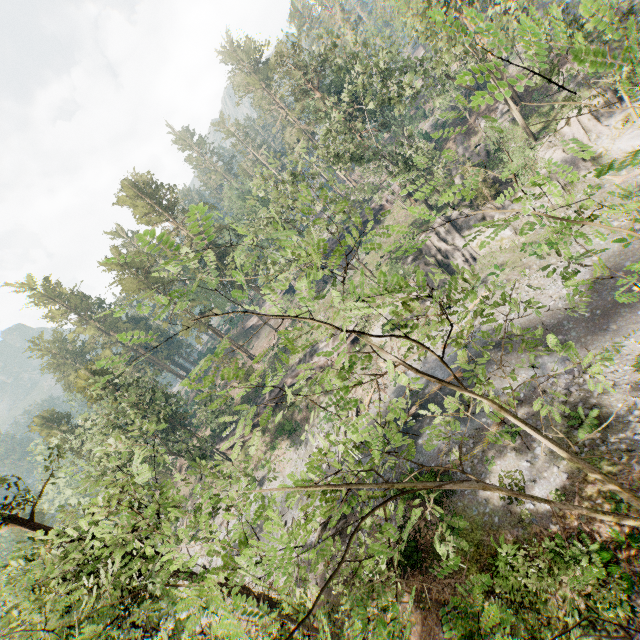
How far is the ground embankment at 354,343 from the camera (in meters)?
38.38

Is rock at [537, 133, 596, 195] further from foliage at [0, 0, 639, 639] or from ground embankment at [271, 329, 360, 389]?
foliage at [0, 0, 639, 639]

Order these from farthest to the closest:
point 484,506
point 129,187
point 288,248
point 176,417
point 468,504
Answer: point 176,417 → point 129,187 → point 468,504 → point 484,506 → point 288,248

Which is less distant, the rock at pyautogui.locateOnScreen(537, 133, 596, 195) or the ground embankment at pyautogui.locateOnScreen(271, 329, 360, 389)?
the rock at pyautogui.locateOnScreen(537, 133, 596, 195)

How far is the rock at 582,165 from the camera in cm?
2827

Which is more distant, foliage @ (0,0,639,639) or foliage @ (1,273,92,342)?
foliage @ (1,273,92,342)

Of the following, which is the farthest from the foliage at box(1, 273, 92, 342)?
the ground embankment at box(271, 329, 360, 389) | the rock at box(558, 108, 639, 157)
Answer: the rock at box(558, 108, 639, 157)

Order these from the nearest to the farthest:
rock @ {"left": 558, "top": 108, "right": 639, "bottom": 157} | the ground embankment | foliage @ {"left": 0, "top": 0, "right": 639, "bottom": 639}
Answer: foliage @ {"left": 0, "top": 0, "right": 639, "bottom": 639}, rock @ {"left": 558, "top": 108, "right": 639, "bottom": 157}, the ground embankment
